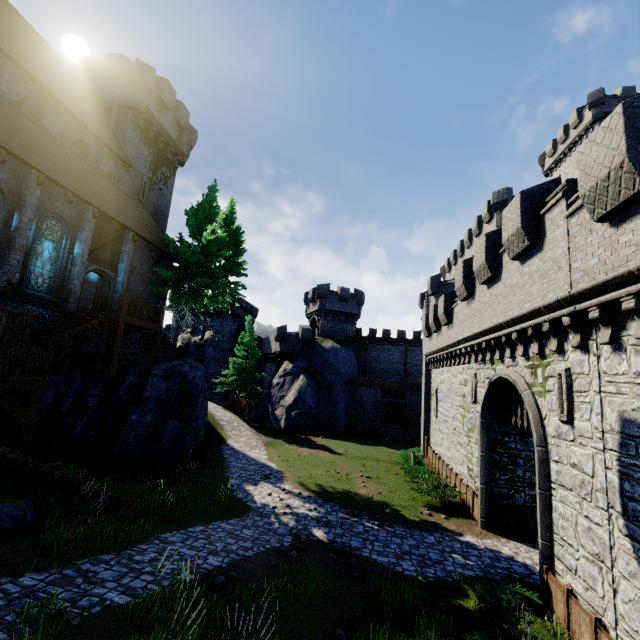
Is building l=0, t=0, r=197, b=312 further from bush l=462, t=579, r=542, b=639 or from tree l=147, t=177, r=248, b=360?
bush l=462, t=579, r=542, b=639

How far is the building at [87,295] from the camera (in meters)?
26.93

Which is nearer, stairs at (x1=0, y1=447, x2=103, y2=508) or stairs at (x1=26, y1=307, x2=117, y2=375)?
stairs at (x1=0, y1=447, x2=103, y2=508)

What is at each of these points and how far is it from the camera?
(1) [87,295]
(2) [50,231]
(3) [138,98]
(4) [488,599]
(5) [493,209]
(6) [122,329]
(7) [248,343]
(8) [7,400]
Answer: (1) building, 27.4m
(2) window glass, 15.4m
(3) building, 24.1m
(4) bush, 8.1m
(5) building tower, 29.2m
(6) walkway, 15.8m
(7) tree, 36.3m
(8) walkway, 10.1m

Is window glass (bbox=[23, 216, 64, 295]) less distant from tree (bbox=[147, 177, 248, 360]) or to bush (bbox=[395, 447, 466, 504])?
tree (bbox=[147, 177, 248, 360])

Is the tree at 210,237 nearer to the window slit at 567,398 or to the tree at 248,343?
the tree at 248,343

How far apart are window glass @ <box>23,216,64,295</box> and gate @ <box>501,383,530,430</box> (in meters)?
21.57

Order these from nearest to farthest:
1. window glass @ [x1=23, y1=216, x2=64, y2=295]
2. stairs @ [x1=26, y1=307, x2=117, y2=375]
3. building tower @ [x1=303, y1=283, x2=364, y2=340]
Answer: stairs @ [x1=26, y1=307, x2=117, y2=375] < window glass @ [x1=23, y1=216, x2=64, y2=295] < building tower @ [x1=303, y1=283, x2=364, y2=340]
